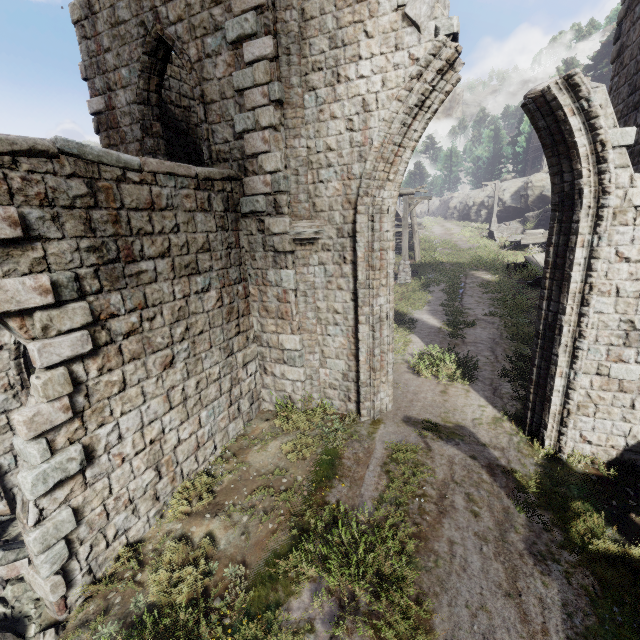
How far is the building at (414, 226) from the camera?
22.72m

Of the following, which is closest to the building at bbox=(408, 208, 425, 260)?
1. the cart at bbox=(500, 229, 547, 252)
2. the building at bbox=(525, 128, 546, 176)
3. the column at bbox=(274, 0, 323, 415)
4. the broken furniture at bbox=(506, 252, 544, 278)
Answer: the column at bbox=(274, 0, 323, 415)

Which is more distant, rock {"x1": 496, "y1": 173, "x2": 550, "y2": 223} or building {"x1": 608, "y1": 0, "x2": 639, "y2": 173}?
rock {"x1": 496, "y1": 173, "x2": 550, "y2": 223}

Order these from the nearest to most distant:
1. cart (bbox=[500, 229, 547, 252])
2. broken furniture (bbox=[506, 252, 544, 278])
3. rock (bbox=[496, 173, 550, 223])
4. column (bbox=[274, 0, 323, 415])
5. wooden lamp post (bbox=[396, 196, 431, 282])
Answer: column (bbox=[274, 0, 323, 415])
broken furniture (bbox=[506, 252, 544, 278])
wooden lamp post (bbox=[396, 196, 431, 282])
cart (bbox=[500, 229, 547, 252])
rock (bbox=[496, 173, 550, 223])

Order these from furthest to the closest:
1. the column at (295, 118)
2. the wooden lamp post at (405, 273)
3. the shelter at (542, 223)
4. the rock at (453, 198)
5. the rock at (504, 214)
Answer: the rock at (453, 198) → the rock at (504, 214) → the shelter at (542, 223) → the wooden lamp post at (405, 273) → the column at (295, 118)

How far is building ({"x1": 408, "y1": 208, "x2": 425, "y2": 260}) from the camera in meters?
22.7

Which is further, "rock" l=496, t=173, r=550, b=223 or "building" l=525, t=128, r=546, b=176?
"building" l=525, t=128, r=546, b=176

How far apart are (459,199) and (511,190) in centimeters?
1518cm
